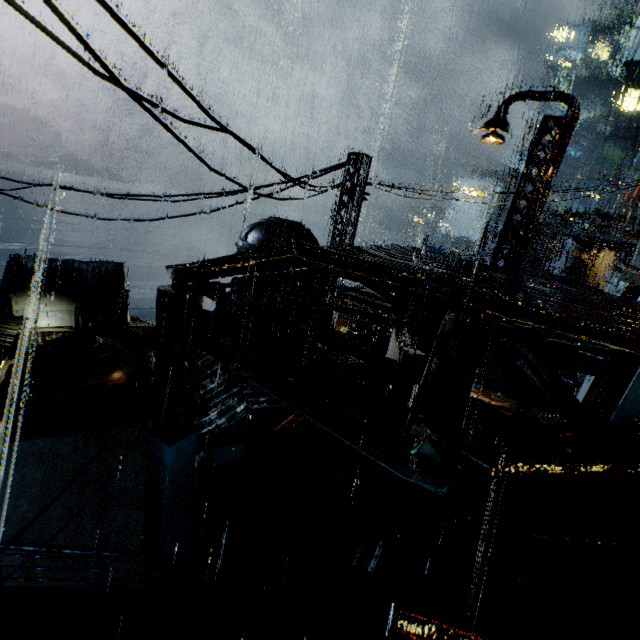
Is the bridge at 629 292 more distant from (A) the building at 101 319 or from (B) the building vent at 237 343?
(B) the building vent at 237 343

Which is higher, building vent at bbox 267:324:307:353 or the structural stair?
building vent at bbox 267:324:307:353

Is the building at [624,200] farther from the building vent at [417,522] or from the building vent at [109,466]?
the building vent at [109,466]

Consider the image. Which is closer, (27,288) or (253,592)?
(253,592)

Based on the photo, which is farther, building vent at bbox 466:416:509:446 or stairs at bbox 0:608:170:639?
building vent at bbox 466:416:509:446

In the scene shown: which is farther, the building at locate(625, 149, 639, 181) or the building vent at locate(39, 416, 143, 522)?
the building at locate(625, 149, 639, 181)

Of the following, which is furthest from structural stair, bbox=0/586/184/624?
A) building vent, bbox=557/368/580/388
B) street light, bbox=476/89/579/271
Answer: building vent, bbox=557/368/580/388

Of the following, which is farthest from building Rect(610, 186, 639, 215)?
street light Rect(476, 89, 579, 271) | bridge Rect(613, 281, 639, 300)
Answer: street light Rect(476, 89, 579, 271)
